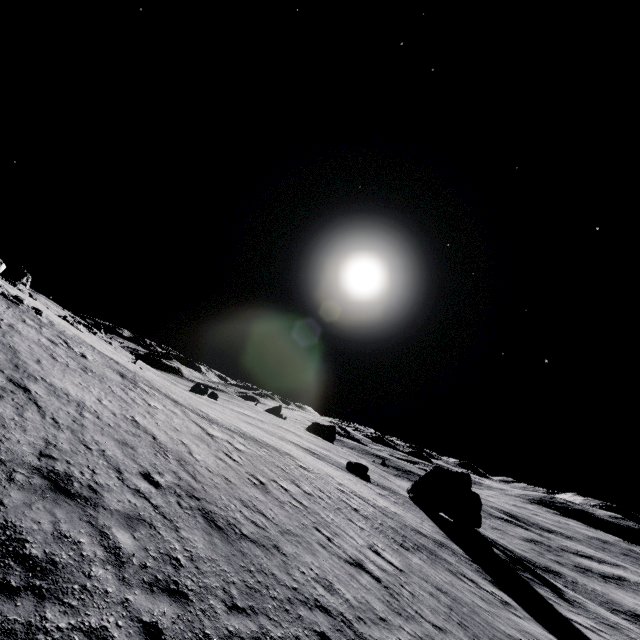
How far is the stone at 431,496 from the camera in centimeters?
3869cm

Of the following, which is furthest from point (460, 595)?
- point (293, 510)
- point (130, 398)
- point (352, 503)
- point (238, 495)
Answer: point (130, 398)

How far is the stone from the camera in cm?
3869
